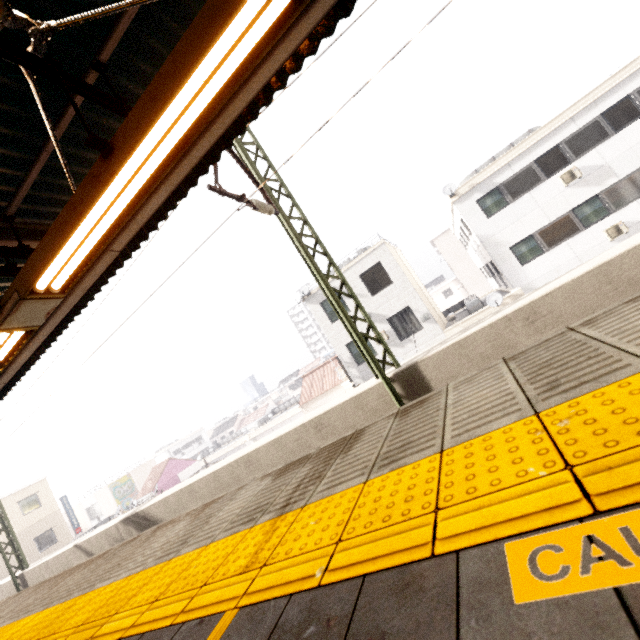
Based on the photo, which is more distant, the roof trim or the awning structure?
the roof trim

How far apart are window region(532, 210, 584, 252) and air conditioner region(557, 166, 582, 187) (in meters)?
1.01

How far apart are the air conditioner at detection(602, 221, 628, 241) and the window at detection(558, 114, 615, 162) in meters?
3.5 m

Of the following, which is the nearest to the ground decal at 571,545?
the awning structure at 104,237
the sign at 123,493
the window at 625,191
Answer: the awning structure at 104,237

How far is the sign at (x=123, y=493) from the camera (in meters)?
35.28

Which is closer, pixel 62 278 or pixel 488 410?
pixel 488 410

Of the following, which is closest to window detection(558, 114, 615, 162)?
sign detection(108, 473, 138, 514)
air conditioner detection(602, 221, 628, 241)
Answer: air conditioner detection(602, 221, 628, 241)

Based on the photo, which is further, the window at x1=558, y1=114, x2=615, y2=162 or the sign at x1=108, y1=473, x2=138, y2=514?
the sign at x1=108, y1=473, x2=138, y2=514
